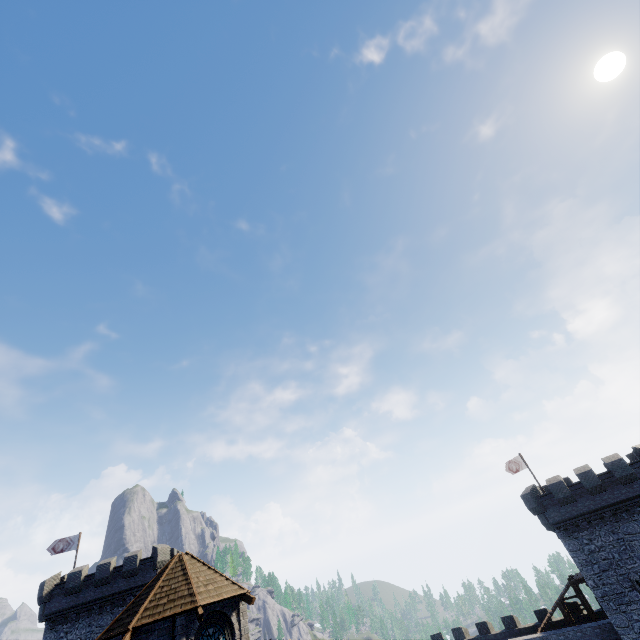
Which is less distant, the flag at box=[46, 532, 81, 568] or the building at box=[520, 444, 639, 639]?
the building at box=[520, 444, 639, 639]

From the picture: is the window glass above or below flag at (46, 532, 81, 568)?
below

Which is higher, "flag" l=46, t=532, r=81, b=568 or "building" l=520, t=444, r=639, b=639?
"flag" l=46, t=532, r=81, b=568

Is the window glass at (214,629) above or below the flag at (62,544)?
below

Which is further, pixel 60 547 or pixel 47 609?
pixel 60 547

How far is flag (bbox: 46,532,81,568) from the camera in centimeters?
3428cm

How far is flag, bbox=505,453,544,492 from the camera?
35.7m

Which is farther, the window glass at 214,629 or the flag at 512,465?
the flag at 512,465
